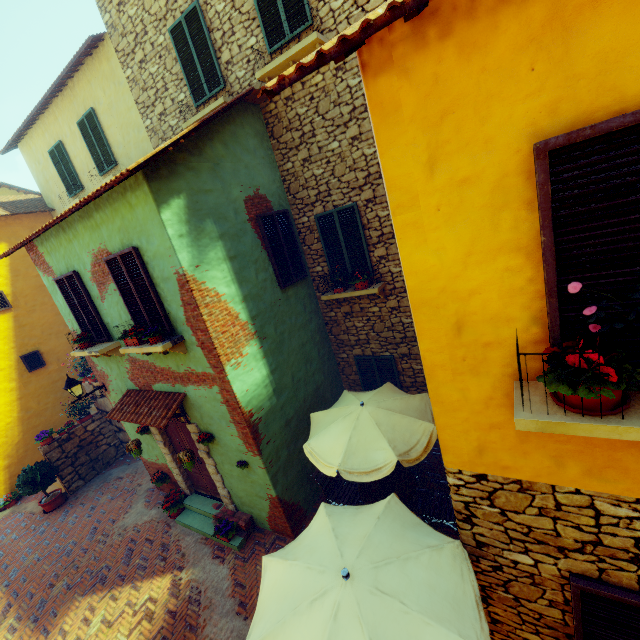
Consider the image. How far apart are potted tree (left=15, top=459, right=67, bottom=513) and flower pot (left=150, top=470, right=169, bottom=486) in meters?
4.0 m

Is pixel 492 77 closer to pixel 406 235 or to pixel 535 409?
pixel 406 235

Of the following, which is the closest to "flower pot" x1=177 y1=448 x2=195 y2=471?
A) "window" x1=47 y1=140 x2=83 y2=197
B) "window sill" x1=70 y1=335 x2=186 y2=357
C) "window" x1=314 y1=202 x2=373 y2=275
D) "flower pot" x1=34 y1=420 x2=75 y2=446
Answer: "window sill" x1=70 y1=335 x2=186 y2=357

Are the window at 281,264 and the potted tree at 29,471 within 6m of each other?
no

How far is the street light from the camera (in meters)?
8.08

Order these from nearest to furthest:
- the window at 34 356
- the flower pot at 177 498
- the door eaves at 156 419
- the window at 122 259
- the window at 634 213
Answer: the window at 634 213
the window at 122 259
the door eaves at 156 419
the flower pot at 177 498
the window at 34 356

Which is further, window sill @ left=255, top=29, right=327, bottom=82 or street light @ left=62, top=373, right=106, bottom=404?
street light @ left=62, top=373, right=106, bottom=404

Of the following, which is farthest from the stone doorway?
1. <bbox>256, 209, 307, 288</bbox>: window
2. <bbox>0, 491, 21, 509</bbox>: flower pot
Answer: <bbox>0, 491, 21, 509</bbox>: flower pot
